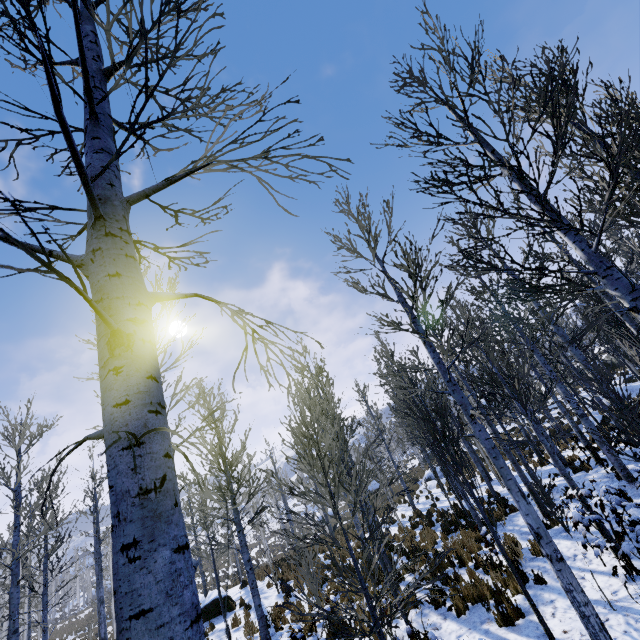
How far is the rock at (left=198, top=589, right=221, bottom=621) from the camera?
13.4m

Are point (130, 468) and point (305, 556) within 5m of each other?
no

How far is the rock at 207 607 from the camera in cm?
1336

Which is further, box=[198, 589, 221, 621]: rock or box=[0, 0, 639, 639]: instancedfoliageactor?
box=[198, 589, 221, 621]: rock

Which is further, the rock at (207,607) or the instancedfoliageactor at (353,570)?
the rock at (207,607)
